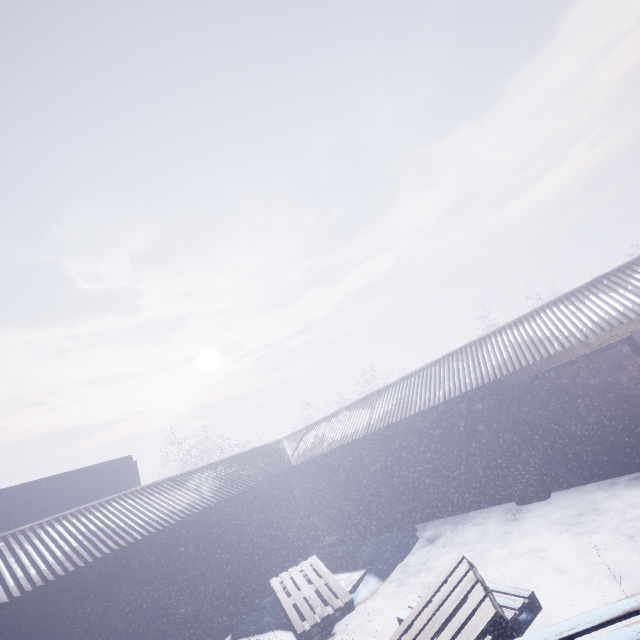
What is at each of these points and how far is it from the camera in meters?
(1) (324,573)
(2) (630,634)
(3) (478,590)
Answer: (1) instancedfoliageactor, 6.0 m
(2) instancedfoliageactor, 1.7 m
(3) instancedfoliageactor, 3.0 m

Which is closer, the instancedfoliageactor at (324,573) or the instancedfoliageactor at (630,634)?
the instancedfoliageactor at (630,634)

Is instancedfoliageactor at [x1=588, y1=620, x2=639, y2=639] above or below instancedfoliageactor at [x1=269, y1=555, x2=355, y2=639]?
above

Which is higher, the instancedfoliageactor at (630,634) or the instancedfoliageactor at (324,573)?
the instancedfoliageactor at (630,634)

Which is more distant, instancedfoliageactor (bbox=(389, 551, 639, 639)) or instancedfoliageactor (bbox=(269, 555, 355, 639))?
instancedfoliageactor (bbox=(269, 555, 355, 639))
